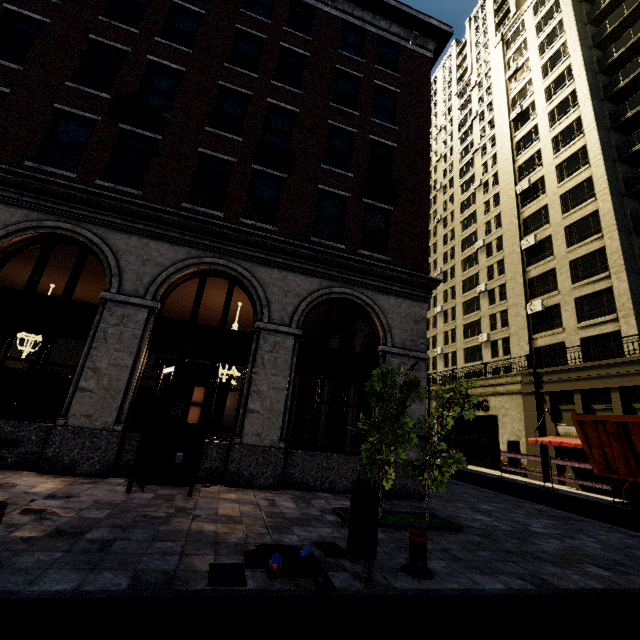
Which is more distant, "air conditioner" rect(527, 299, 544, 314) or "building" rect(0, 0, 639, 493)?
"air conditioner" rect(527, 299, 544, 314)

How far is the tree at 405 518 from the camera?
6.5 meters

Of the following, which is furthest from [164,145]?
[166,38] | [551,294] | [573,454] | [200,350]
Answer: [551,294]

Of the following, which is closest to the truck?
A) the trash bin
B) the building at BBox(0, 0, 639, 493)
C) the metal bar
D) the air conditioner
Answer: the building at BBox(0, 0, 639, 493)

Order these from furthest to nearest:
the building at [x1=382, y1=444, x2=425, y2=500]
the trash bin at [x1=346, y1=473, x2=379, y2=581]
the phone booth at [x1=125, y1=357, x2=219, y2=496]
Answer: the building at [x1=382, y1=444, x2=425, y2=500] < the phone booth at [x1=125, y1=357, x2=219, y2=496] < the trash bin at [x1=346, y1=473, x2=379, y2=581]

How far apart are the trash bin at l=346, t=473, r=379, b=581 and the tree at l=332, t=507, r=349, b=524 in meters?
1.7

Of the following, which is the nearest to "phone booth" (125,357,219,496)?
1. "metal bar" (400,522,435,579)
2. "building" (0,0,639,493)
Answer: "building" (0,0,639,493)

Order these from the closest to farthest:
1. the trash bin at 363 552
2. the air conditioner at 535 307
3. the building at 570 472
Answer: the trash bin at 363 552 < the building at 570 472 < the air conditioner at 535 307
